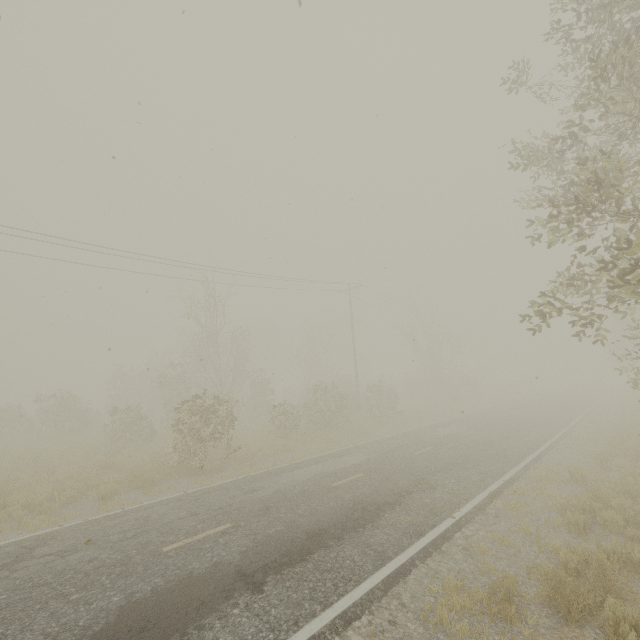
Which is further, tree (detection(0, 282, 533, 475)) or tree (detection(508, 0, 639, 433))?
tree (detection(0, 282, 533, 475))

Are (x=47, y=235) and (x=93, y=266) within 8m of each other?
yes

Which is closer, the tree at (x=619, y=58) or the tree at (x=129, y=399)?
the tree at (x=619, y=58)
